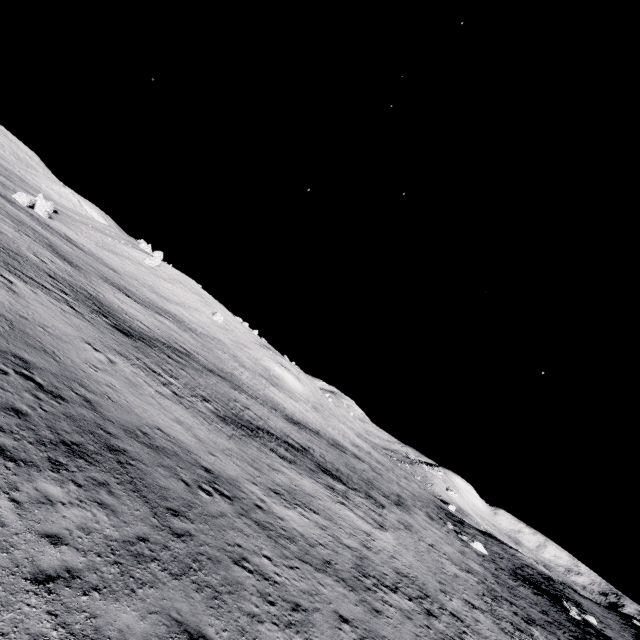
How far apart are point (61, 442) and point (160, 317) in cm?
4482
